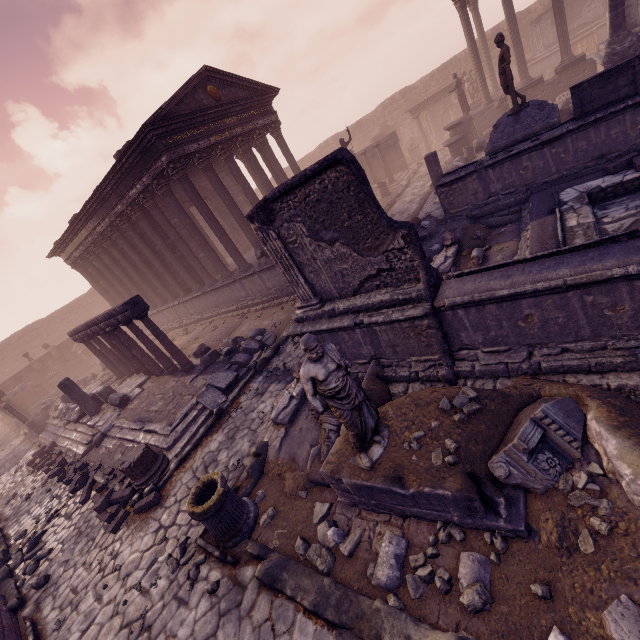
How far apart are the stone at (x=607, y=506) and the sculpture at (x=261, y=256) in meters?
10.3

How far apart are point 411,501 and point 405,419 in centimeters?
95cm

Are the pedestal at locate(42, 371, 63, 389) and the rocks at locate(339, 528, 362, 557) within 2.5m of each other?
no

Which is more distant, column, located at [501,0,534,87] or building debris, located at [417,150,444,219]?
column, located at [501,0,534,87]

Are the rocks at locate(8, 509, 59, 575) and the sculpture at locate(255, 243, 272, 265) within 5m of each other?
no

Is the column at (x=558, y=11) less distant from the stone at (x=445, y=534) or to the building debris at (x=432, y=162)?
the building debris at (x=432, y=162)

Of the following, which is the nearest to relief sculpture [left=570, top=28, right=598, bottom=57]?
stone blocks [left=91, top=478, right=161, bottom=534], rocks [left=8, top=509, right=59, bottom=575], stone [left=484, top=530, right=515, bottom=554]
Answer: stone [left=484, top=530, right=515, bottom=554]

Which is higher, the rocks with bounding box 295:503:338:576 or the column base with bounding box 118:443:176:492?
the column base with bounding box 118:443:176:492
